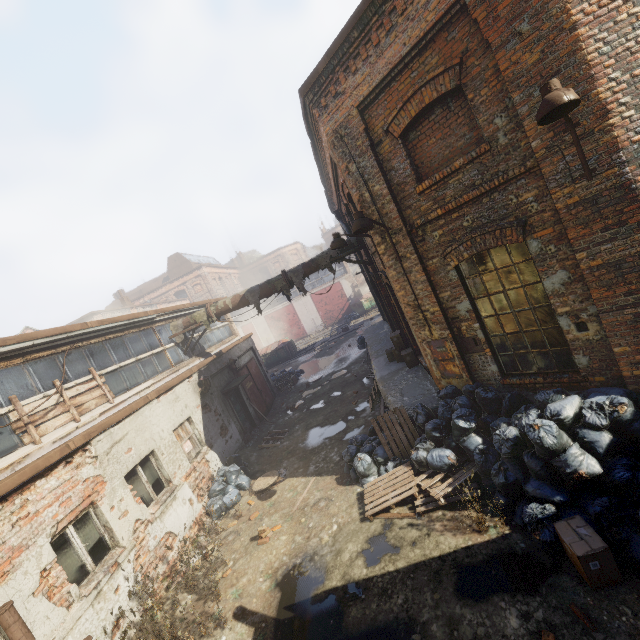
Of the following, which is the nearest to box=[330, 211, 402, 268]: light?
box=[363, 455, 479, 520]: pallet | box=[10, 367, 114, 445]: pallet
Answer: box=[363, 455, 479, 520]: pallet

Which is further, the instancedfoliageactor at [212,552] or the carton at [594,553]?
the instancedfoliageactor at [212,552]

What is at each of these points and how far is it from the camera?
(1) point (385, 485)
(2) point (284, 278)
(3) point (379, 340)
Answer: (1) pallet, 6.68m
(2) pipe, 11.32m
(3) building, 15.73m

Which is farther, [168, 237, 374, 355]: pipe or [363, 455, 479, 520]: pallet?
[168, 237, 374, 355]: pipe

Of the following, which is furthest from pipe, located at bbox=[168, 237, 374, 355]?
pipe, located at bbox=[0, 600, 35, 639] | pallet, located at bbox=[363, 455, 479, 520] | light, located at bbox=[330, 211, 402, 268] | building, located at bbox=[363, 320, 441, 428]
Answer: pipe, located at bbox=[0, 600, 35, 639]

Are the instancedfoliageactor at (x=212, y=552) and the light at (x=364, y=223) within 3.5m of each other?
no

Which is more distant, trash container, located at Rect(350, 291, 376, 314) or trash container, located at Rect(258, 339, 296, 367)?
trash container, located at Rect(350, 291, 376, 314)

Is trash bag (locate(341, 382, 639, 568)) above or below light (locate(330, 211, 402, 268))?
below
